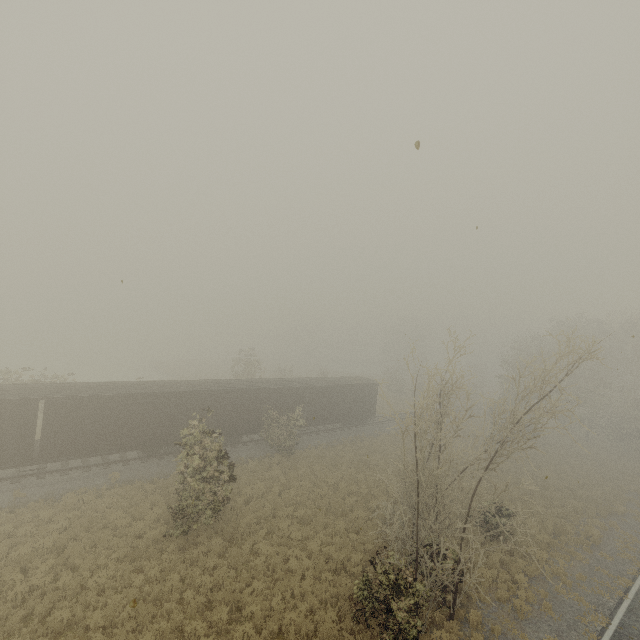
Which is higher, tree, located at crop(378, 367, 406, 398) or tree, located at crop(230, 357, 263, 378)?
tree, located at crop(230, 357, 263, 378)

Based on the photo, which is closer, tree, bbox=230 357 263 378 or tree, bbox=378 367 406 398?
tree, bbox=230 357 263 378

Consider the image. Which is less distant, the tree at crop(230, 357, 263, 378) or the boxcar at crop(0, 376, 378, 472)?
the boxcar at crop(0, 376, 378, 472)

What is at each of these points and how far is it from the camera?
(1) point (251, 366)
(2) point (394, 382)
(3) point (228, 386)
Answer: (1) tree, 38.78m
(2) tree, 54.72m
(3) boxcar, 24.19m

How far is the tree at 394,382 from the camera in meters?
53.8

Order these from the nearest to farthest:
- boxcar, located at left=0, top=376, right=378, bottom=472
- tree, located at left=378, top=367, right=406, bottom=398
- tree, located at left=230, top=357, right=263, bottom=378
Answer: boxcar, located at left=0, top=376, right=378, bottom=472, tree, located at left=230, top=357, right=263, bottom=378, tree, located at left=378, top=367, right=406, bottom=398
